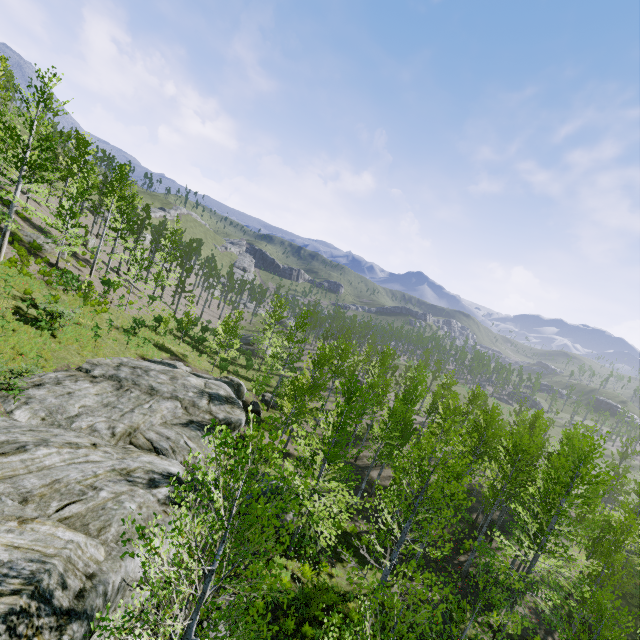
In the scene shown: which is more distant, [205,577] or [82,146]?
[82,146]

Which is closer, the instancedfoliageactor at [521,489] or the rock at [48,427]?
the instancedfoliageactor at [521,489]

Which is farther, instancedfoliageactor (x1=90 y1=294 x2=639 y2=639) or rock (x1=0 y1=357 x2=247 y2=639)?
rock (x1=0 y1=357 x2=247 y2=639)
